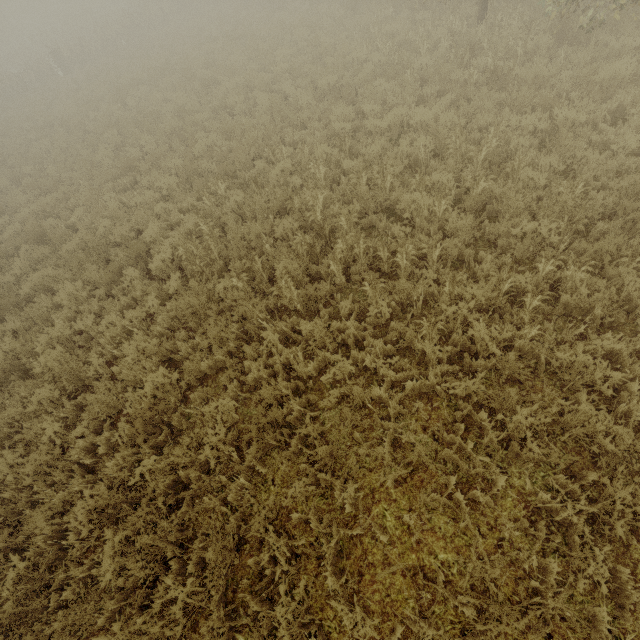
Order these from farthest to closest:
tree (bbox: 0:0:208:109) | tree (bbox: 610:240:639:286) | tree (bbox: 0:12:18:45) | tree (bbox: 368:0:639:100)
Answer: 1. tree (bbox: 0:12:18:45)
2. tree (bbox: 0:0:208:109)
3. tree (bbox: 368:0:639:100)
4. tree (bbox: 610:240:639:286)

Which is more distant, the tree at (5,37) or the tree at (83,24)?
the tree at (5,37)

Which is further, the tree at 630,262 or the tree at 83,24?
the tree at 83,24

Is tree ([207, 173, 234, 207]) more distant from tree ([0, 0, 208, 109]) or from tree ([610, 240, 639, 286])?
tree ([0, 0, 208, 109])

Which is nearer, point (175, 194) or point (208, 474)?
point (208, 474)

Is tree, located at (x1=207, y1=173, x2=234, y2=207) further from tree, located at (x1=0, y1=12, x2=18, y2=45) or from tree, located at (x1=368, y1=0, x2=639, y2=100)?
tree, located at (x1=0, y1=12, x2=18, y2=45)

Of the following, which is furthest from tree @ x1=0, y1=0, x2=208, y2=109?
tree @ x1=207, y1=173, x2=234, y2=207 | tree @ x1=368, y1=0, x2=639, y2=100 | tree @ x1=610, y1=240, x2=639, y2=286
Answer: tree @ x1=610, y1=240, x2=639, y2=286

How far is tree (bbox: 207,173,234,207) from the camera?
7.7 meters
